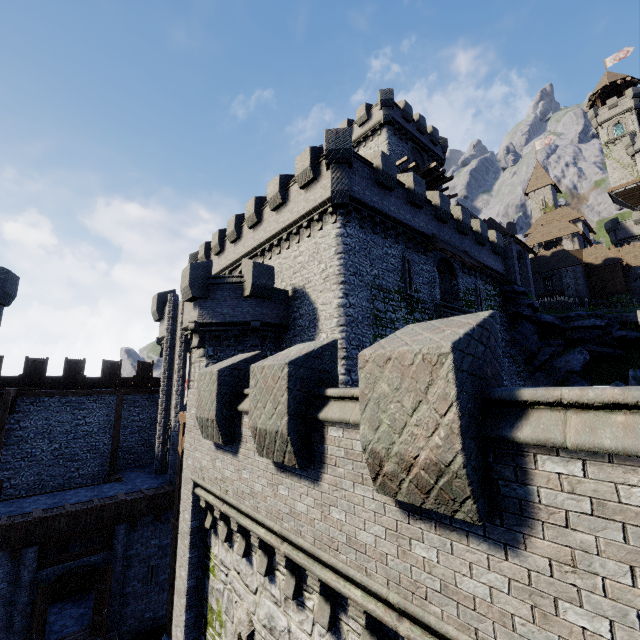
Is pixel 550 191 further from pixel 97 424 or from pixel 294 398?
pixel 97 424

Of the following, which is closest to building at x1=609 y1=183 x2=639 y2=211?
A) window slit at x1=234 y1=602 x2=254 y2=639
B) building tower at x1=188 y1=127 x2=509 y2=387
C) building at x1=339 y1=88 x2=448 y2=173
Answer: building at x1=339 y1=88 x2=448 y2=173

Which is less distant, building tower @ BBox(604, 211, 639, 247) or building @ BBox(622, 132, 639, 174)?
building tower @ BBox(604, 211, 639, 247)

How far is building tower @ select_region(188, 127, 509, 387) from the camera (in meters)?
15.77

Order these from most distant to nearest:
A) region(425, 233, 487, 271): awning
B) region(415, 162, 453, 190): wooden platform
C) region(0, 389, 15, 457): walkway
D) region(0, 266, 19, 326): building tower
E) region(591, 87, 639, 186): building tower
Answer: region(591, 87, 639, 186): building tower, region(415, 162, 453, 190): wooden platform, region(425, 233, 487, 271): awning, region(0, 266, 19, 326): building tower, region(0, 389, 15, 457): walkway

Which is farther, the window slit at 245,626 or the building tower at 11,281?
the building tower at 11,281

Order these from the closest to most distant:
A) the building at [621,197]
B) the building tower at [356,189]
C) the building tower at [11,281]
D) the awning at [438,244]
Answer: the building tower at [356,189], the building tower at [11,281], the awning at [438,244], the building at [621,197]

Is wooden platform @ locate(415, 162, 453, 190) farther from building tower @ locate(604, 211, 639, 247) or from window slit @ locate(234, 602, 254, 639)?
building tower @ locate(604, 211, 639, 247)
